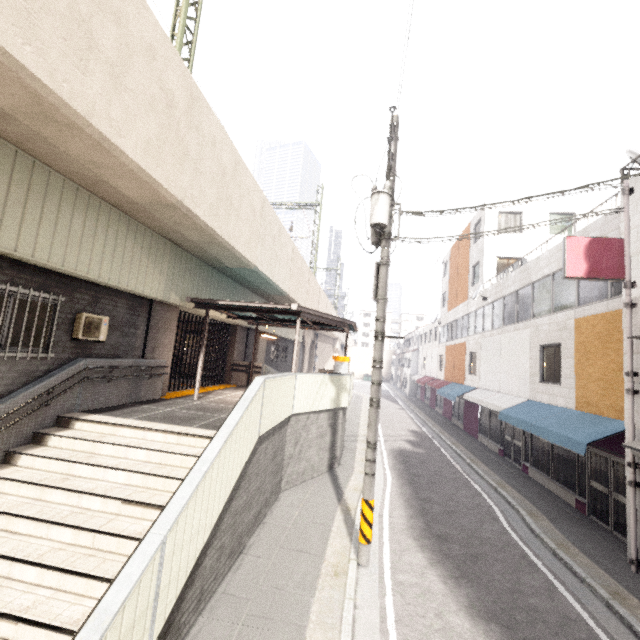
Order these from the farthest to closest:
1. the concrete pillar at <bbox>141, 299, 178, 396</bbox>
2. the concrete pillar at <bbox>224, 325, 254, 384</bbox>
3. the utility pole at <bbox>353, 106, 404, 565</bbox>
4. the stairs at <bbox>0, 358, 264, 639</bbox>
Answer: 1. the concrete pillar at <bbox>224, 325, 254, 384</bbox>
2. the concrete pillar at <bbox>141, 299, 178, 396</bbox>
3. the utility pole at <bbox>353, 106, 404, 565</bbox>
4. the stairs at <bbox>0, 358, 264, 639</bbox>

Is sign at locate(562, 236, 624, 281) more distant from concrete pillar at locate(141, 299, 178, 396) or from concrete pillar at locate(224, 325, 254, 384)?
concrete pillar at locate(224, 325, 254, 384)

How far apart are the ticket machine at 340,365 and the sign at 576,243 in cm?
794

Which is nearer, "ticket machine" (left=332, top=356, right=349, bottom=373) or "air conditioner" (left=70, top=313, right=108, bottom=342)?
"air conditioner" (left=70, top=313, right=108, bottom=342)

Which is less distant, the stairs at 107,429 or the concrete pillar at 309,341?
the stairs at 107,429

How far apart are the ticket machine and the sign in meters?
7.9 m

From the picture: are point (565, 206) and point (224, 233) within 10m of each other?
no

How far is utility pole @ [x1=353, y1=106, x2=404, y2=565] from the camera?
6.33m
